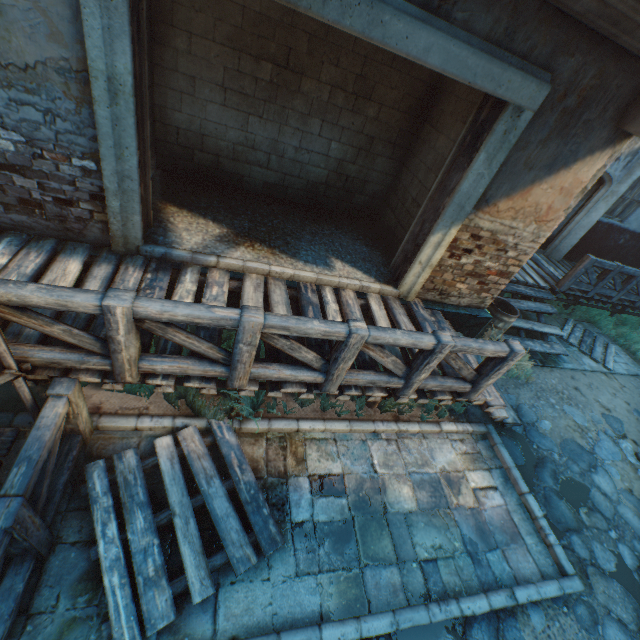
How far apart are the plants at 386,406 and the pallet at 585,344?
6.3m

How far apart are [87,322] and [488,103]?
5.37m

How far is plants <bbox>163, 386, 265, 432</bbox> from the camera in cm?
381

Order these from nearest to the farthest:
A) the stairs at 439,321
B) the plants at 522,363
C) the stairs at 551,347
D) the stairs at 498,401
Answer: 1. the stairs at 498,401
2. the stairs at 439,321
3. the plants at 522,363
4. the stairs at 551,347

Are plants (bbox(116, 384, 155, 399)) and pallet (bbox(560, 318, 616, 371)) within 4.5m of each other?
no

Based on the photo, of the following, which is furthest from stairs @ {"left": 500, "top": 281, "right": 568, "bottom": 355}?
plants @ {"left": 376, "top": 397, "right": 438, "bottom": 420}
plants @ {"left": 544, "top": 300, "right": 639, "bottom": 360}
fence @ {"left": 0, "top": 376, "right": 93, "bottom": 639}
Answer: fence @ {"left": 0, "top": 376, "right": 93, "bottom": 639}

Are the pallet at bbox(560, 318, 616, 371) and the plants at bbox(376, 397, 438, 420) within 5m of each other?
no

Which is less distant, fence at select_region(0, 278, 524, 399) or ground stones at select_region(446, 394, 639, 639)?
fence at select_region(0, 278, 524, 399)
